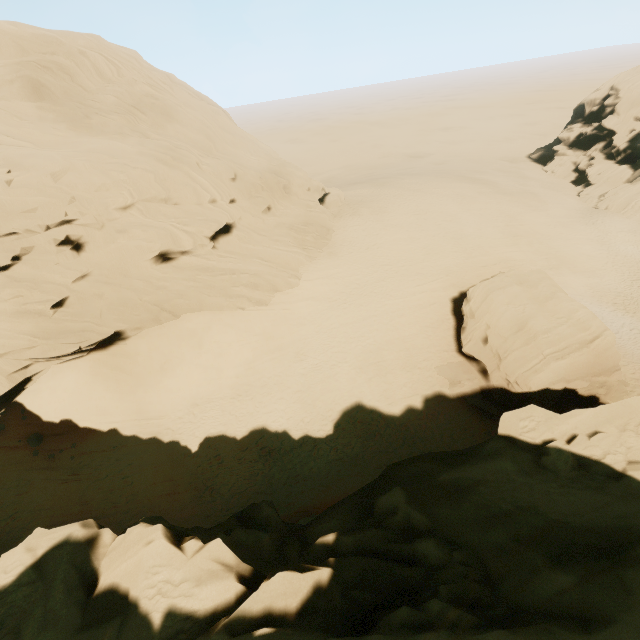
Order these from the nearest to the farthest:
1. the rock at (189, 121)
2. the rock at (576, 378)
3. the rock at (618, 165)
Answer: the rock at (576, 378) → the rock at (189, 121) → the rock at (618, 165)

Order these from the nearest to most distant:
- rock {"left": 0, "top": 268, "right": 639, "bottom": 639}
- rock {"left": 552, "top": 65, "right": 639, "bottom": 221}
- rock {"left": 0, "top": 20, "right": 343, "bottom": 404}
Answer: rock {"left": 0, "top": 268, "right": 639, "bottom": 639}, rock {"left": 0, "top": 20, "right": 343, "bottom": 404}, rock {"left": 552, "top": 65, "right": 639, "bottom": 221}

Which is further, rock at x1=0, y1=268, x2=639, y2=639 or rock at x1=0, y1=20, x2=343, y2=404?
rock at x1=0, y1=20, x2=343, y2=404

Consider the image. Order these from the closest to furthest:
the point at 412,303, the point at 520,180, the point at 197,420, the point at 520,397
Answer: the point at 520,397 → the point at 197,420 → the point at 412,303 → the point at 520,180

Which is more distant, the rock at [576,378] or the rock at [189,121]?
the rock at [189,121]
